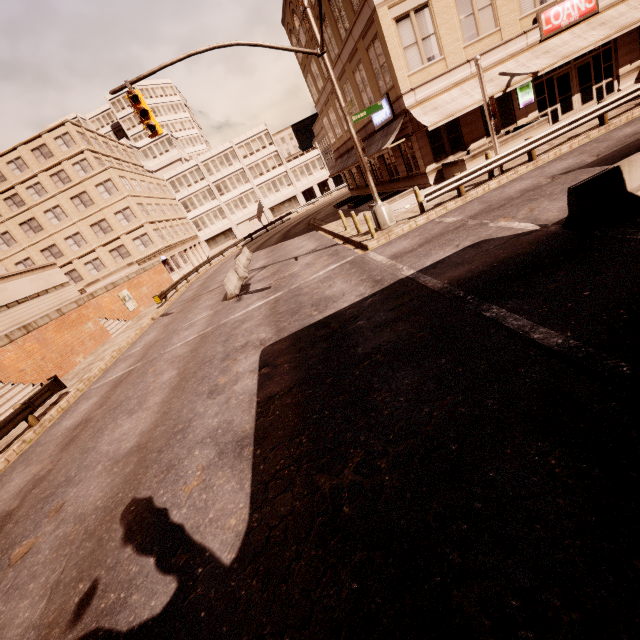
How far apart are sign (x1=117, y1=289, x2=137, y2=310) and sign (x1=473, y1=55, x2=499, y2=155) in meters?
28.3

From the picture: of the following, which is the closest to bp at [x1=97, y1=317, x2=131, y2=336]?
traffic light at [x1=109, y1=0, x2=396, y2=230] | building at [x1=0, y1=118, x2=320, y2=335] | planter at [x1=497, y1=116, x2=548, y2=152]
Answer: building at [x1=0, y1=118, x2=320, y2=335]

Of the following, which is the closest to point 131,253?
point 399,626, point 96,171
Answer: point 96,171

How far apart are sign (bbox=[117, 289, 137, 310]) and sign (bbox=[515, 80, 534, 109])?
31.9m

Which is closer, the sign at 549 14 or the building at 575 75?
the sign at 549 14

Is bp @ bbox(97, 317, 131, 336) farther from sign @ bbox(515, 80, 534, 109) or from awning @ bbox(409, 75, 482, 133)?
sign @ bbox(515, 80, 534, 109)

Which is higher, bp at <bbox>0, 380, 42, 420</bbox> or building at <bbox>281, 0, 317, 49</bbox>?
building at <bbox>281, 0, 317, 49</bbox>

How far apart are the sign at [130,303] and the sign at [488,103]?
28.3 meters
